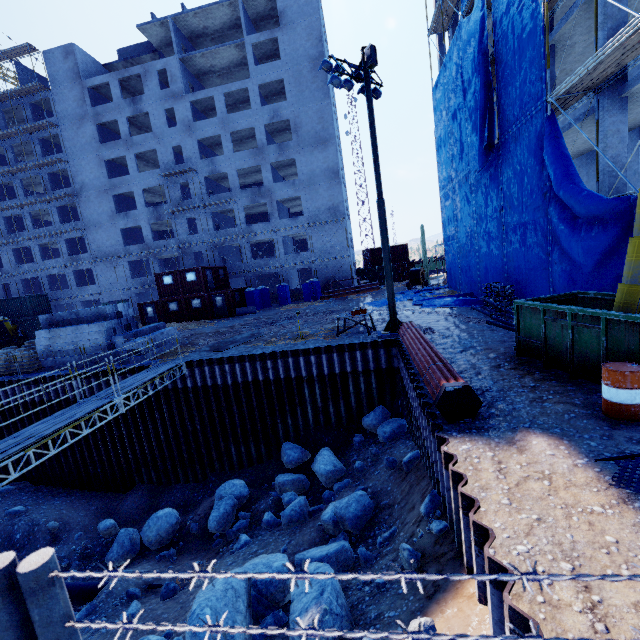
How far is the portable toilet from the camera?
34.22m

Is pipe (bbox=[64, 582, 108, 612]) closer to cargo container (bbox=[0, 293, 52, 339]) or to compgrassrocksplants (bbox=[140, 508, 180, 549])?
compgrassrocksplants (bbox=[140, 508, 180, 549])

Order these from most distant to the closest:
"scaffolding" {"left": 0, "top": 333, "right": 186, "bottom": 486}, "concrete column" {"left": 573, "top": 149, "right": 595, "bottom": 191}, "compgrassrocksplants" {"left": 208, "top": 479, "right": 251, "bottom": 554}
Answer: "concrete column" {"left": 573, "top": 149, "right": 595, "bottom": 191}
"compgrassrocksplants" {"left": 208, "top": 479, "right": 251, "bottom": 554}
"scaffolding" {"left": 0, "top": 333, "right": 186, "bottom": 486}

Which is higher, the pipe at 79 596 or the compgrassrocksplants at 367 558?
the compgrassrocksplants at 367 558

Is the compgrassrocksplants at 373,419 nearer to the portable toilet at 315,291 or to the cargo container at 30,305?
the portable toilet at 315,291

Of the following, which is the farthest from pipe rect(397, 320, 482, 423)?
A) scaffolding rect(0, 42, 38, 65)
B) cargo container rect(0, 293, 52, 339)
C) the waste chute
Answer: cargo container rect(0, 293, 52, 339)

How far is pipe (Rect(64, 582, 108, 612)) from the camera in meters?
10.5 m

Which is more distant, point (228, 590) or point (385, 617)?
point (228, 590)
